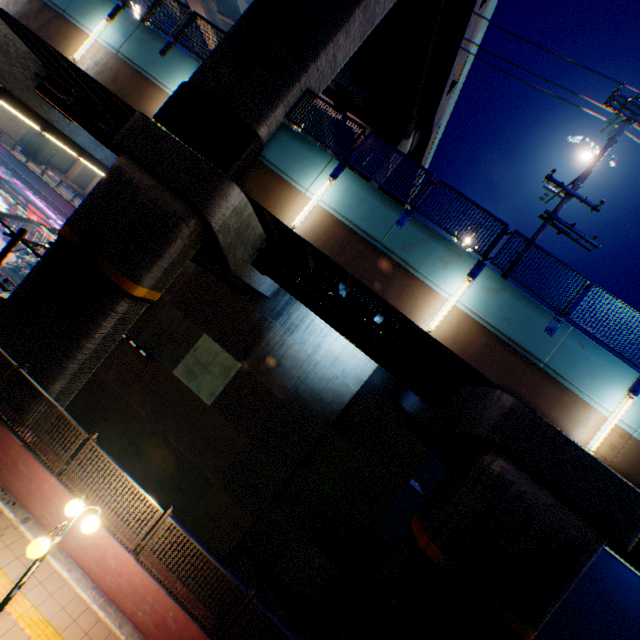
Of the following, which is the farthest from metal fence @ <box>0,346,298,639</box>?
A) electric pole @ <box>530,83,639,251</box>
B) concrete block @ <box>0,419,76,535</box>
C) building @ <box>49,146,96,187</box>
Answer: building @ <box>49,146,96,187</box>

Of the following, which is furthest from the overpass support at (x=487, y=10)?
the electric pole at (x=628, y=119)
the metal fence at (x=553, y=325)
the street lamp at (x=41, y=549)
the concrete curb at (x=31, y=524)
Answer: the street lamp at (x=41, y=549)

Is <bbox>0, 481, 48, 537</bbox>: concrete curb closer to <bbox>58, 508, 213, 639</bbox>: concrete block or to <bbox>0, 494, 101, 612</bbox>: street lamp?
<bbox>58, 508, 213, 639</bbox>: concrete block

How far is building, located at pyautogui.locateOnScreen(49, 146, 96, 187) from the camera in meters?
57.8 m

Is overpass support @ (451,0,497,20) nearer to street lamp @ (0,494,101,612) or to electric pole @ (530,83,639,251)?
electric pole @ (530,83,639,251)

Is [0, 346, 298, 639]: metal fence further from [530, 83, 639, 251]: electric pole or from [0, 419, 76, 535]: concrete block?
[530, 83, 639, 251]: electric pole

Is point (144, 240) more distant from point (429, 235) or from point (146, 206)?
point (429, 235)

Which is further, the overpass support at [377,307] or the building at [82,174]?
the building at [82,174]
